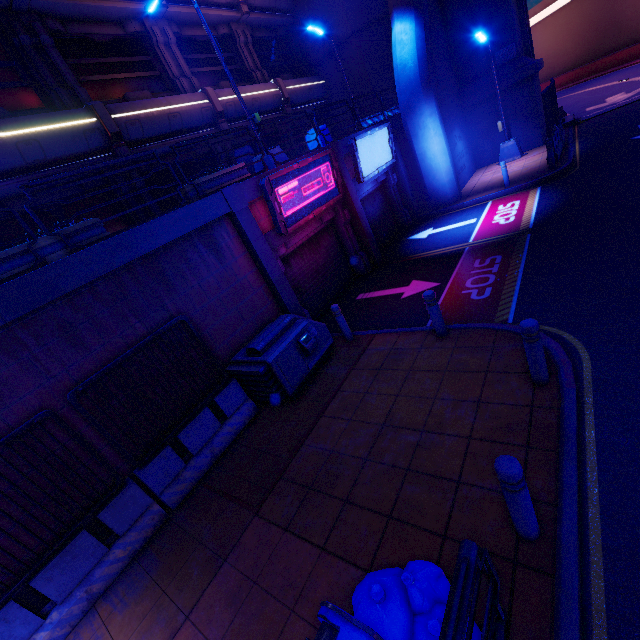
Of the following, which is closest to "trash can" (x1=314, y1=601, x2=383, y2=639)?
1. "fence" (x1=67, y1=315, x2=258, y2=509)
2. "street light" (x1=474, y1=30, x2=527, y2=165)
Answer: "fence" (x1=67, y1=315, x2=258, y2=509)

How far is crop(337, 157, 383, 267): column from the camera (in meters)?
11.75

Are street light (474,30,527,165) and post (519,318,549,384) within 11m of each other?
no

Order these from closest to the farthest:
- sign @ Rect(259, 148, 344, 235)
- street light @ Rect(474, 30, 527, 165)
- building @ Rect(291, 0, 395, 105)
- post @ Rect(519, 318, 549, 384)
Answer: post @ Rect(519, 318, 549, 384), sign @ Rect(259, 148, 344, 235), street light @ Rect(474, 30, 527, 165), building @ Rect(291, 0, 395, 105)

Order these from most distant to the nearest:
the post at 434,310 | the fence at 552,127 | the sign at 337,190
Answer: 1. the fence at 552,127
2. the sign at 337,190
3. the post at 434,310

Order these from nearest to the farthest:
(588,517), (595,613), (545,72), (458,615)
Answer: (458,615)
(595,613)
(588,517)
(545,72)

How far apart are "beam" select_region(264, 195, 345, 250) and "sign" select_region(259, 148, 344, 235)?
0.1 meters

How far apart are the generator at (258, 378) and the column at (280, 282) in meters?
0.3 m
